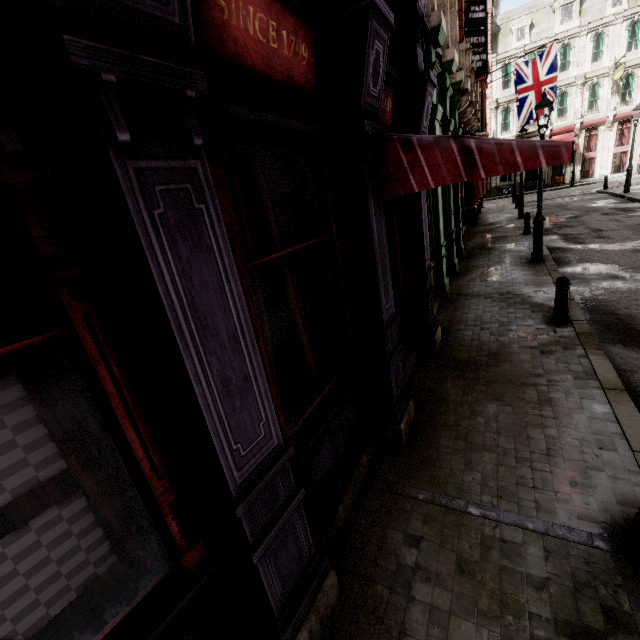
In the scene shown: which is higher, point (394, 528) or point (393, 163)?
point (393, 163)

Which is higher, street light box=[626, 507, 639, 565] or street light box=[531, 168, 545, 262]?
street light box=[531, 168, 545, 262]

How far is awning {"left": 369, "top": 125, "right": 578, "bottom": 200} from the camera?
2.77m

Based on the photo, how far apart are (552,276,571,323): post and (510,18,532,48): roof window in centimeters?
4155cm

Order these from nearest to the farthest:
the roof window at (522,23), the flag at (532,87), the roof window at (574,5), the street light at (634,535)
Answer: the street light at (634,535)
the flag at (532,87)
the roof window at (574,5)
the roof window at (522,23)

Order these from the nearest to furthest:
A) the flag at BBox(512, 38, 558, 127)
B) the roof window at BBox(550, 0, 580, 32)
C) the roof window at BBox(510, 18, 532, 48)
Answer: the flag at BBox(512, 38, 558, 127), the roof window at BBox(550, 0, 580, 32), the roof window at BBox(510, 18, 532, 48)

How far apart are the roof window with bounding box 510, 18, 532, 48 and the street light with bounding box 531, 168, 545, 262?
35.54m

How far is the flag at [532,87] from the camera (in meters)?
16.75
